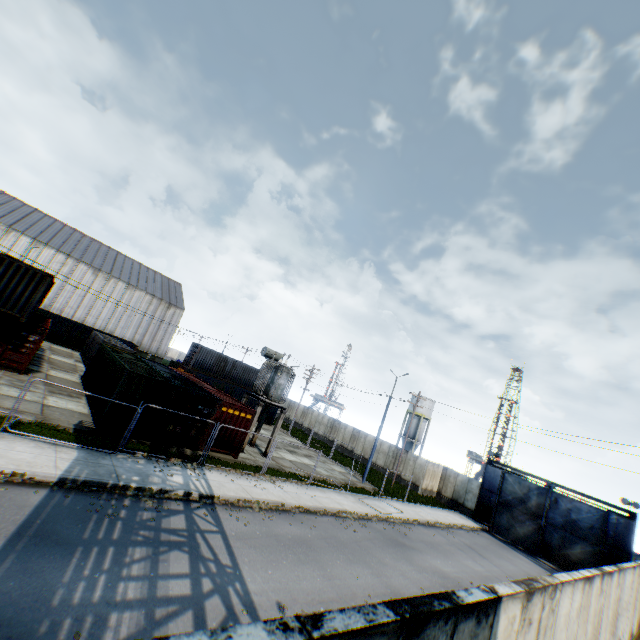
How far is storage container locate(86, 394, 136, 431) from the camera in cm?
1513

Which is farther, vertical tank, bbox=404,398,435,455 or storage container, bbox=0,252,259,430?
vertical tank, bbox=404,398,435,455

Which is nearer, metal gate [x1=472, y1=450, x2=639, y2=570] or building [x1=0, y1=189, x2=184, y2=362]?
metal gate [x1=472, y1=450, x2=639, y2=570]

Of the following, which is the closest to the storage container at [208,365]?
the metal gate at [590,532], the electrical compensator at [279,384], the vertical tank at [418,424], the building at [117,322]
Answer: the electrical compensator at [279,384]

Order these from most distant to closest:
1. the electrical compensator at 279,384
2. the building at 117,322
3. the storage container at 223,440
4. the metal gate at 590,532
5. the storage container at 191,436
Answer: the building at 117,322 < the metal gate at 590,532 < the electrical compensator at 279,384 < the storage container at 223,440 < the storage container at 191,436

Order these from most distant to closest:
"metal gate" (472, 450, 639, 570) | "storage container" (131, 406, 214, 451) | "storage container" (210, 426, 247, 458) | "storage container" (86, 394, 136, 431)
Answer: "metal gate" (472, 450, 639, 570) < "storage container" (210, 426, 247, 458) < "storage container" (131, 406, 214, 451) < "storage container" (86, 394, 136, 431)

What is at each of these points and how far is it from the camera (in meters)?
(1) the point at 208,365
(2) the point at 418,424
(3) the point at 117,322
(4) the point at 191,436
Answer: (1) storage container, 37.66
(2) vertical tank, 56.00
(3) building, 51.88
(4) storage container, 17.73
